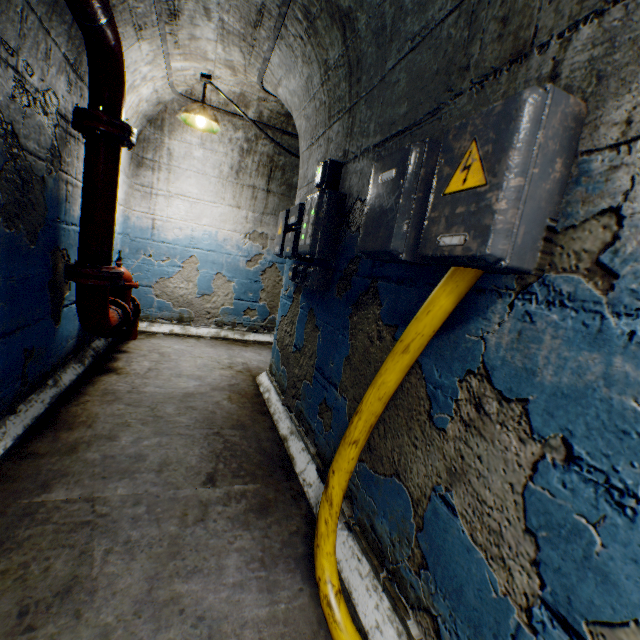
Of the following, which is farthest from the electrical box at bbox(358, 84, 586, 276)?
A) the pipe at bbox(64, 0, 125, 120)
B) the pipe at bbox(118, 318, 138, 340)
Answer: the pipe at bbox(118, 318, 138, 340)

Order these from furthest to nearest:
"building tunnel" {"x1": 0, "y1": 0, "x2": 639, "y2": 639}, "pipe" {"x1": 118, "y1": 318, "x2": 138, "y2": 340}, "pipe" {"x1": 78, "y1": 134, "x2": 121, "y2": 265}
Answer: "pipe" {"x1": 118, "y1": 318, "x2": 138, "y2": 340}
"pipe" {"x1": 78, "y1": 134, "x2": 121, "y2": 265}
"building tunnel" {"x1": 0, "y1": 0, "x2": 639, "y2": 639}

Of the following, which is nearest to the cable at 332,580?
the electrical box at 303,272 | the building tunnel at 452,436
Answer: the building tunnel at 452,436

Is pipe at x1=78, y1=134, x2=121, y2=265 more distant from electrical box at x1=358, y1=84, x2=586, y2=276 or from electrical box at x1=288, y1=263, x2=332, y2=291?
electrical box at x1=358, y1=84, x2=586, y2=276

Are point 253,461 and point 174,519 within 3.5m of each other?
yes

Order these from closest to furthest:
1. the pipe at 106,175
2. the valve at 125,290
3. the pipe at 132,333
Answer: the pipe at 106,175 → the valve at 125,290 → the pipe at 132,333

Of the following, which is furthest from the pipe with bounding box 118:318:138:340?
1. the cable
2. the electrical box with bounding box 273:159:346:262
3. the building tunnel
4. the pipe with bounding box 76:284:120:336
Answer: the cable

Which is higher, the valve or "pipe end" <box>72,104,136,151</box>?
"pipe end" <box>72,104,136,151</box>
